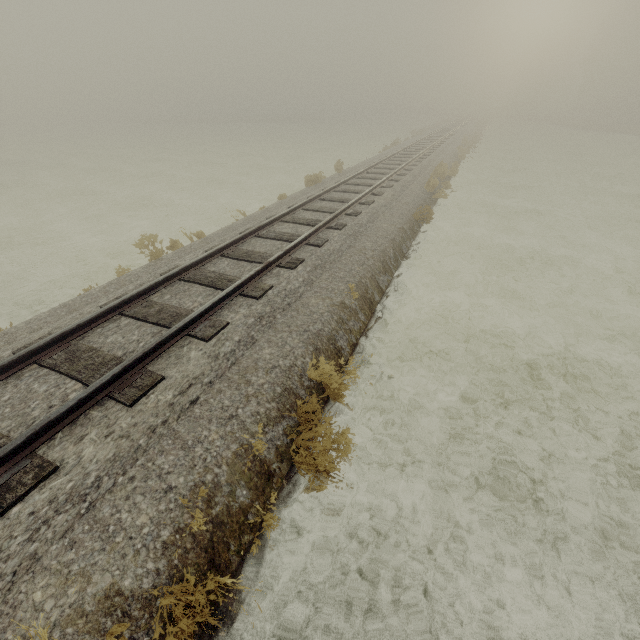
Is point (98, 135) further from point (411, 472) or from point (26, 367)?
point (411, 472)
